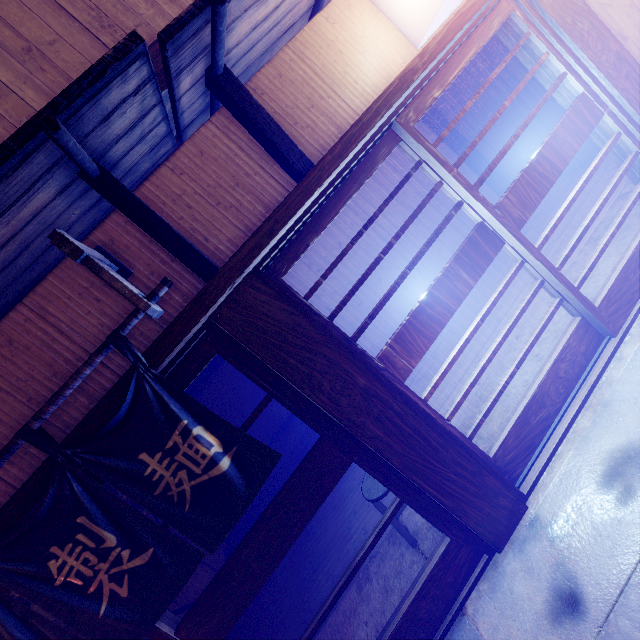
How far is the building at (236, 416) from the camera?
17.4 meters

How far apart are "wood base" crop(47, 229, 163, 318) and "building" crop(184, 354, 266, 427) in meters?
13.9 m

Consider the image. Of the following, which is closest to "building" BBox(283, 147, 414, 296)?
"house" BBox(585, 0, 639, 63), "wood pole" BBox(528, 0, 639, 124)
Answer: "house" BBox(585, 0, 639, 63)

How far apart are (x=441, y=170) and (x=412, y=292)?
8.1 meters

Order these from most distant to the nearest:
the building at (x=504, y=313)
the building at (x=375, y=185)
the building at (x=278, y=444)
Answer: the building at (x=375, y=185)
the building at (x=278, y=444)
the building at (x=504, y=313)

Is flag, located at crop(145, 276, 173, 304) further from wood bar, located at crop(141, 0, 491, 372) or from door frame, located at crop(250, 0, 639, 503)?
door frame, located at crop(250, 0, 639, 503)

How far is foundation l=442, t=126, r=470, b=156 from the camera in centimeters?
1275cm

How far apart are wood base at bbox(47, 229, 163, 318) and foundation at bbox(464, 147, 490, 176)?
13.30m
